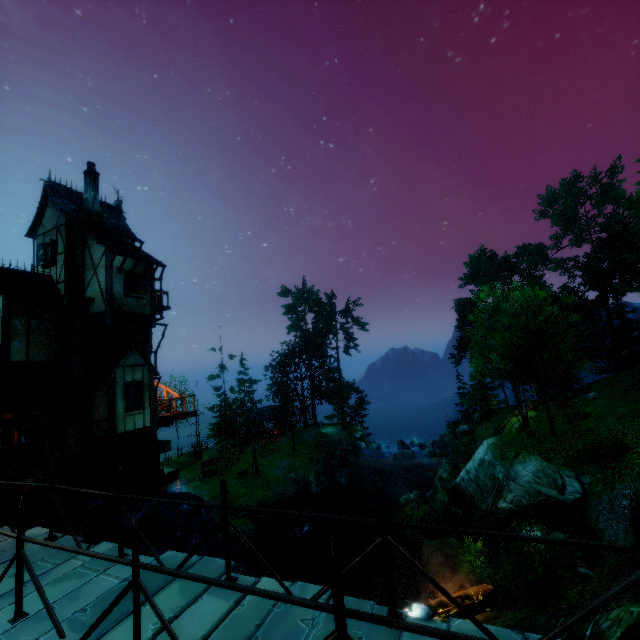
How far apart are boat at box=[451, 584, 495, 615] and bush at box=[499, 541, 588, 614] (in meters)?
4.83

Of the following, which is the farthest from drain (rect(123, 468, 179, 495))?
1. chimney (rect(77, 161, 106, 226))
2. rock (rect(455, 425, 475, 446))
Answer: rock (rect(455, 425, 475, 446))

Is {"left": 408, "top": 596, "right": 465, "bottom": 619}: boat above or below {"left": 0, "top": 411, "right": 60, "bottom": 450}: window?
below

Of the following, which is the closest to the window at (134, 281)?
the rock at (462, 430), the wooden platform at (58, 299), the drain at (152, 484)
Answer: the wooden platform at (58, 299)

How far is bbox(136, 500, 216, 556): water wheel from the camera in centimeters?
1340cm

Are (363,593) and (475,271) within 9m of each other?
no

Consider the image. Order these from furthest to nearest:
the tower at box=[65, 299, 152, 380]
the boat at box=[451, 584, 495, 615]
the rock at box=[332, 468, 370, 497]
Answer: the rock at box=[332, 468, 370, 497]
the tower at box=[65, 299, 152, 380]
the boat at box=[451, 584, 495, 615]

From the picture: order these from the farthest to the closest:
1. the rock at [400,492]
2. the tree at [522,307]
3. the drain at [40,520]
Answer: A: the rock at [400,492], the tree at [522,307], the drain at [40,520]
